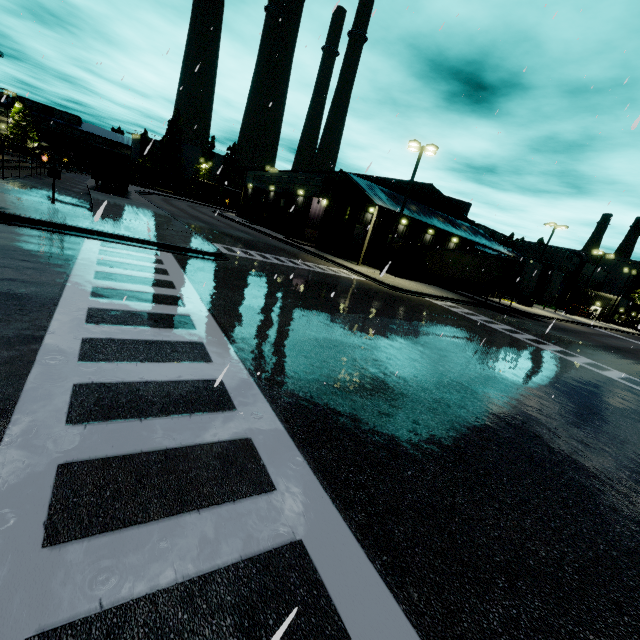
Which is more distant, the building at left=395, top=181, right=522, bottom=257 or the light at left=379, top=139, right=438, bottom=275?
the building at left=395, top=181, right=522, bottom=257

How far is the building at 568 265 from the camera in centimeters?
5730cm

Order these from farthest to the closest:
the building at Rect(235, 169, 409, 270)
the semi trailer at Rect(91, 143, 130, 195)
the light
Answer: the building at Rect(235, 169, 409, 270)
the semi trailer at Rect(91, 143, 130, 195)
the light

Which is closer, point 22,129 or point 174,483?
point 174,483

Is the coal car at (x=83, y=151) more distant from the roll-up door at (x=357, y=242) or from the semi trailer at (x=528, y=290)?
the roll-up door at (x=357, y=242)

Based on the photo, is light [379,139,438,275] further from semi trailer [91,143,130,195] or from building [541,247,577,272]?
semi trailer [91,143,130,195]

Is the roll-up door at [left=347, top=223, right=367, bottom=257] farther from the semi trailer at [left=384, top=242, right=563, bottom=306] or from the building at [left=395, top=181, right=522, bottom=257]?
the semi trailer at [left=384, top=242, right=563, bottom=306]

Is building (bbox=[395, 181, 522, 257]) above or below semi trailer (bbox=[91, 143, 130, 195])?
above
